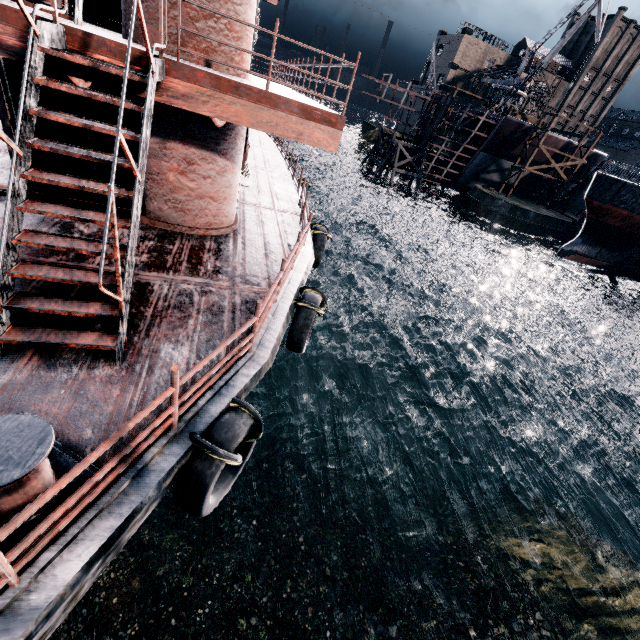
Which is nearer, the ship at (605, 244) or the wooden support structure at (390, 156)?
the ship at (605, 244)

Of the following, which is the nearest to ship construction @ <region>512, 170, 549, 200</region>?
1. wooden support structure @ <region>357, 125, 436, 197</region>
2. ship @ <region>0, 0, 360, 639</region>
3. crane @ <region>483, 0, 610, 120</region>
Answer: wooden support structure @ <region>357, 125, 436, 197</region>

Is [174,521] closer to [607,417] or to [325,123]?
[325,123]

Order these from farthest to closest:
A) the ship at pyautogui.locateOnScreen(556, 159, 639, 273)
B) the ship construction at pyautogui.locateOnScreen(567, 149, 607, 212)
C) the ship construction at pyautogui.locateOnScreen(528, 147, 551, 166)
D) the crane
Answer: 1. the ship construction at pyautogui.locateOnScreen(567, 149, 607, 212)
2. the ship construction at pyautogui.locateOnScreen(528, 147, 551, 166)
3. the crane
4. the ship at pyautogui.locateOnScreen(556, 159, 639, 273)

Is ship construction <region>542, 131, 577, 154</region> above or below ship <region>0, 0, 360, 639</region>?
above

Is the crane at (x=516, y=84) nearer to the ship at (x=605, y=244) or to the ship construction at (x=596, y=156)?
the ship construction at (x=596, y=156)

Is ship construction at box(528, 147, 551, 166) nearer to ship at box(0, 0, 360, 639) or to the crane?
the crane

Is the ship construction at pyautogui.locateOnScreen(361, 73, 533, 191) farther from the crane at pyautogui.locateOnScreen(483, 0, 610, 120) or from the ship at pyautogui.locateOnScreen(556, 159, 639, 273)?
the ship at pyautogui.locateOnScreen(556, 159, 639, 273)
